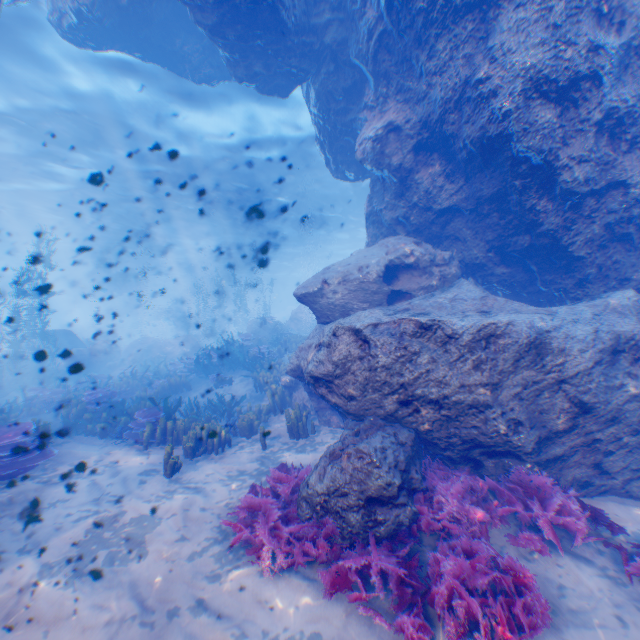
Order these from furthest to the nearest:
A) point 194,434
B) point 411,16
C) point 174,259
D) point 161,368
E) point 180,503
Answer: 1. point 174,259
2. point 161,368
3. point 194,434
4. point 411,16
5. point 180,503

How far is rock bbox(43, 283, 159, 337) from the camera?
42.74m

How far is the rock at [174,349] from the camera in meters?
19.6 m

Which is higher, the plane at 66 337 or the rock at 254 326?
the rock at 254 326

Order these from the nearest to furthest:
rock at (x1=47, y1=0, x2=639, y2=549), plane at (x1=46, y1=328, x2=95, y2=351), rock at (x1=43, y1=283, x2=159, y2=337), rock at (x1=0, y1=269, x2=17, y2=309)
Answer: rock at (x1=47, y1=0, x2=639, y2=549), plane at (x1=46, y1=328, x2=95, y2=351), rock at (x1=0, y1=269, x2=17, y2=309), rock at (x1=43, y1=283, x2=159, y2=337)

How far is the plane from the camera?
20.9m

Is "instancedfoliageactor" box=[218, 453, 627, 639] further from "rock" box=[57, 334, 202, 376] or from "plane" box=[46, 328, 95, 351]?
"plane" box=[46, 328, 95, 351]

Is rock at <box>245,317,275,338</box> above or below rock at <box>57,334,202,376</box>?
above
